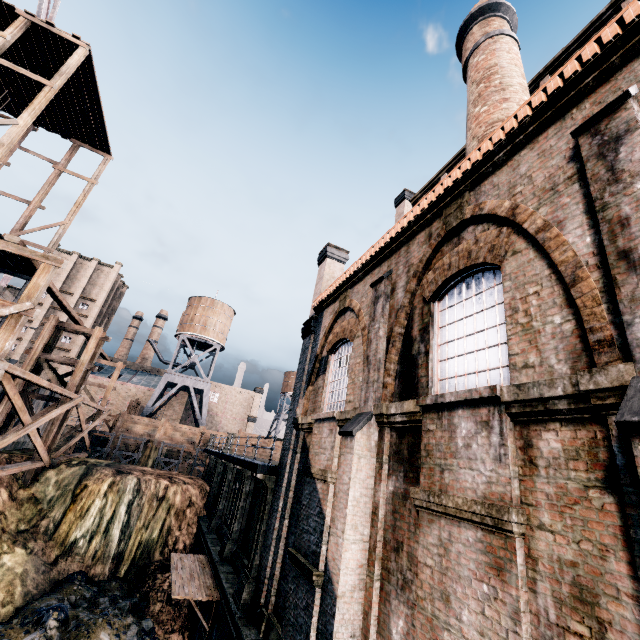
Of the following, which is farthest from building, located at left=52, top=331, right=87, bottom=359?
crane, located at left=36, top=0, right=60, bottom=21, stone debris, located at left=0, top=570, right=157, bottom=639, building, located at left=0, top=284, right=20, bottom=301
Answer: crane, located at left=36, top=0, right=60, bottom=21

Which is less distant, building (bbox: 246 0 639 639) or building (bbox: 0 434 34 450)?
building (bbox: 246 0 639 639)

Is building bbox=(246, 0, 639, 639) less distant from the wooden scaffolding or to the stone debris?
the stone debris

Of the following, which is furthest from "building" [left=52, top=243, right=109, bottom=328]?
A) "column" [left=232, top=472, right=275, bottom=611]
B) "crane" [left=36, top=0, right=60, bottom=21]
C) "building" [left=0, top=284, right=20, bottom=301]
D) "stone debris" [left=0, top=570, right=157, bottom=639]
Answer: "column" [left=232, top=472, right=275, bottom=611]

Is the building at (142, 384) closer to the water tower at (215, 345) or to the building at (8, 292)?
the water tower at (215, 345)

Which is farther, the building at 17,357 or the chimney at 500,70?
the building at 17,357

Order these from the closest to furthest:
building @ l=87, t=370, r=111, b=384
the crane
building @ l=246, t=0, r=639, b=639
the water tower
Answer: building @ l=246, t=0, r=639, b=639, the crane, the water tower, building @ l=87, t=370, r=111, b=384

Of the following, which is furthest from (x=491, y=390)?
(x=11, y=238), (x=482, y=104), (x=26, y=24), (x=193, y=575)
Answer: (x=26, y=24)
